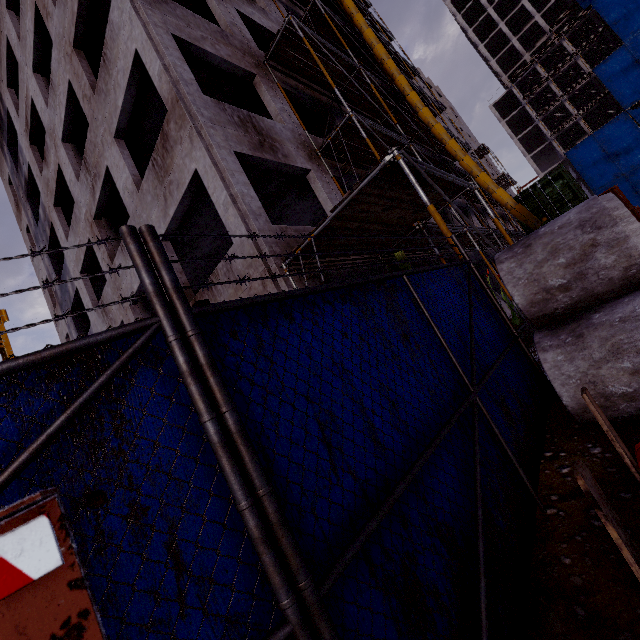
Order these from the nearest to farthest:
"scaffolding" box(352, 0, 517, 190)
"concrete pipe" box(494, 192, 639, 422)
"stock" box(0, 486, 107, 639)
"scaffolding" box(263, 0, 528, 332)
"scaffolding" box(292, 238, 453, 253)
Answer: "stock" box(0, 486, 107, 639), "concrete pipe" box(494, 192, 639, 422), "scaffolding" box(263, 0, 528, 332), "scaffolding" box(292, 238, 453, 253), "scaffolding" box(352, 0, 517, 190)

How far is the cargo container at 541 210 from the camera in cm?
1342

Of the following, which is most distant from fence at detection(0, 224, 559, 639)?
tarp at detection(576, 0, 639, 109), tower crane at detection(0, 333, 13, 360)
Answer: tarp at detection(576, 0, 639, 109)

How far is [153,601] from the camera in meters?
1.0 m

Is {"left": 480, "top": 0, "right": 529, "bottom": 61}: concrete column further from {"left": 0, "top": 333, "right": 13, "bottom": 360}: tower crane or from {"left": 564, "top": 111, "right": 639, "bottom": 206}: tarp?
{"left": 0, "top": 333, "right": 13, "bottom": 360}: tower crane

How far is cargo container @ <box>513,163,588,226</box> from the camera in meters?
13.4 m

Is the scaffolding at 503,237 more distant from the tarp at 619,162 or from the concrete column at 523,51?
the concrete column at 523,51

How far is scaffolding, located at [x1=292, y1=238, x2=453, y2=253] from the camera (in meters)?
6.27
